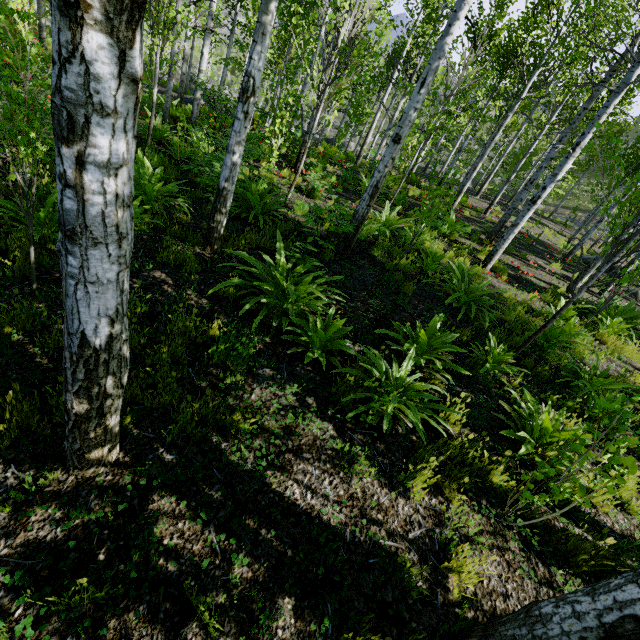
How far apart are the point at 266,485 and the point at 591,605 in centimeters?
210cm
